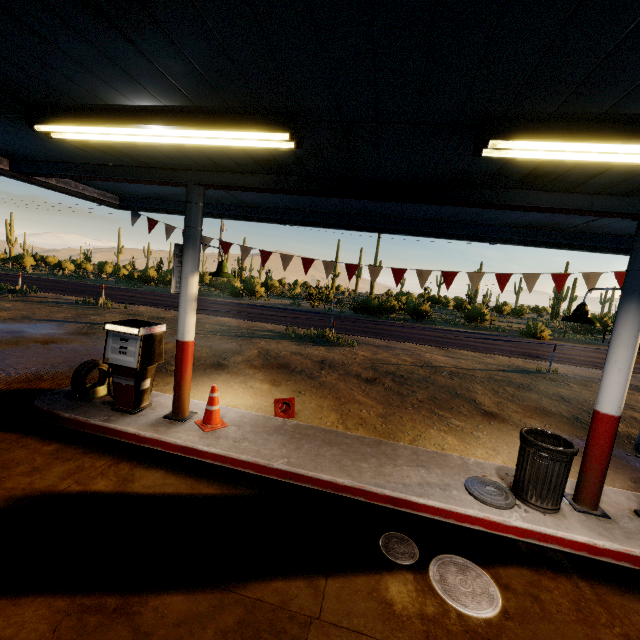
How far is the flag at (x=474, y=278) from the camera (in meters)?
6.39

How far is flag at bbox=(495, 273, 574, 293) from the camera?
6.1 meters

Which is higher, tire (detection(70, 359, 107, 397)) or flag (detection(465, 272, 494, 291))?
flag (detection(465, 272, 494, 291))

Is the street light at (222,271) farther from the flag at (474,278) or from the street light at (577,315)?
the street light at (577,315)

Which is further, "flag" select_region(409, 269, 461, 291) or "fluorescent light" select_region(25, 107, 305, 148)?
"flag" select_region(409, 269, 461, 291)

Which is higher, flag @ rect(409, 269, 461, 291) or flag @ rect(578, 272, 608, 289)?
flag @ rect(578, 272, 608, 289)

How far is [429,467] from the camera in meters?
4.9

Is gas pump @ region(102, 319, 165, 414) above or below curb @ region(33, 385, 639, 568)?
above
